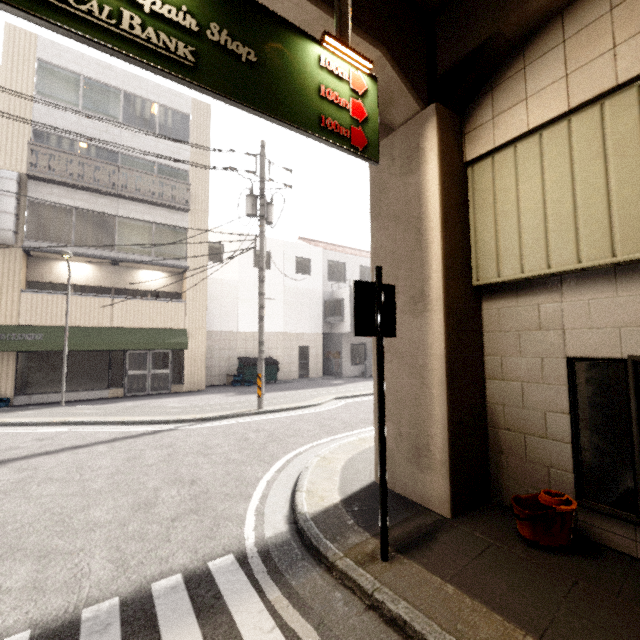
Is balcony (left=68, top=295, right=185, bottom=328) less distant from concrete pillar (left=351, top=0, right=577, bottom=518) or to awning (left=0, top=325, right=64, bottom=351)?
awning (left=0, top=325, right=64, bottom=351)

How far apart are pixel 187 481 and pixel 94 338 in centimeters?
1080cm

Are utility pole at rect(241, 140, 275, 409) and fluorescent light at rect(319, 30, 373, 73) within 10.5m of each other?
yes

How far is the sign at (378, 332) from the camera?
3.27m

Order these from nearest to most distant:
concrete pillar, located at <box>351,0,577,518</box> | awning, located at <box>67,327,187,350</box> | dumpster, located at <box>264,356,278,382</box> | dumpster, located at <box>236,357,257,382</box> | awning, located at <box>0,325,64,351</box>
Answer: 1. concrete pillar, located at <box>351,0,577,518</box>
2. awning, located at <box>0,325,64,351</box>
3. awning, located at <box>67,327,187,350</box>
4. dumpster, located at <box>236,357,257,382</box>
5. dumpster, located at <box>264,356,278,382</box>

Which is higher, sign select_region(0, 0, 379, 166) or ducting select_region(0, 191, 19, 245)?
ducting select_region(0, 191, 19, 245)

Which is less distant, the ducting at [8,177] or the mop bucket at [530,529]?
the mop bucket at [530,529]

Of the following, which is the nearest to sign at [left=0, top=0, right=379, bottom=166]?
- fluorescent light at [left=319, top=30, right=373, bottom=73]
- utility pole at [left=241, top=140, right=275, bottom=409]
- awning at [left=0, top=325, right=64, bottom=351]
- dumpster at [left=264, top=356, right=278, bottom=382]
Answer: fluorescent light at [left=319, top=30, right=373, bottom=73]
